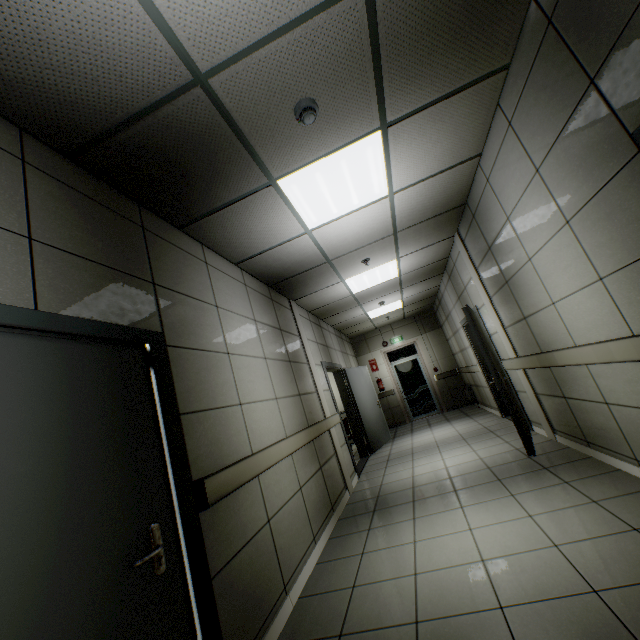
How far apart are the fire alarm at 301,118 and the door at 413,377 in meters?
9.6

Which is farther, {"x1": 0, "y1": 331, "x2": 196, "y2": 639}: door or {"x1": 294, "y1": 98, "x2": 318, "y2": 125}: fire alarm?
{"x1": 294, "y1": 98, "x2": 318, "y2": 125}: fire alarm

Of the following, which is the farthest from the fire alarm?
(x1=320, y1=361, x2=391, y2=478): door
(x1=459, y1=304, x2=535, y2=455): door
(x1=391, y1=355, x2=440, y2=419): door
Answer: (x1=391, y1=355, x2=440, y2=419): door

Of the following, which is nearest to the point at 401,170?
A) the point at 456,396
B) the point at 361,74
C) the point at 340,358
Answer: the point at 361,74

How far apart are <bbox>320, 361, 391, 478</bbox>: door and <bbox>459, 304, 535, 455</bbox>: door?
2.64m

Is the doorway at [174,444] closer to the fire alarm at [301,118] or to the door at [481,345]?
the fire alarm at [301,118]

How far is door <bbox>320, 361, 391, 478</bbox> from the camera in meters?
6.3

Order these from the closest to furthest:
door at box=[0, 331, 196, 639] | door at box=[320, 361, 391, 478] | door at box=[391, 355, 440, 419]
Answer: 1. door at box=[0, 331, 196, 639]
2. door at box=[320, 361, 391, 478]
3. door at box=[391, 355, 440, 419]
